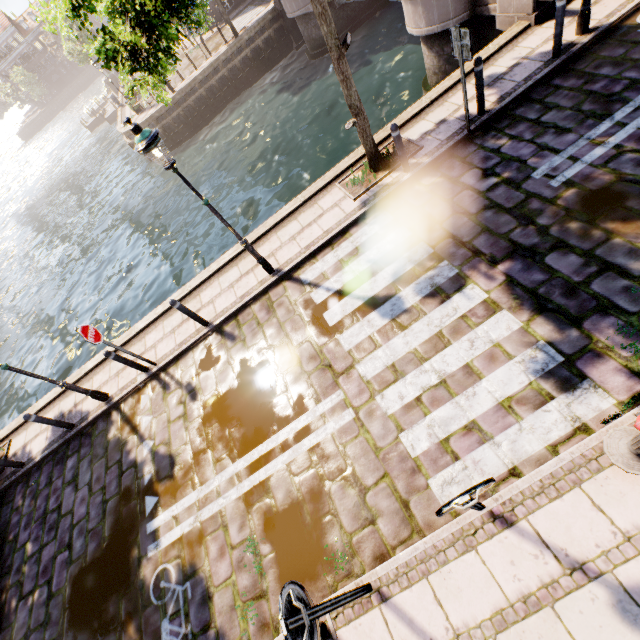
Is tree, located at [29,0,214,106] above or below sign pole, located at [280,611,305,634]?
above

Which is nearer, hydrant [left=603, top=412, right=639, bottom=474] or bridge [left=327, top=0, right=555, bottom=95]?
hydrant [left=603, top=412, right=639, bottom=474]

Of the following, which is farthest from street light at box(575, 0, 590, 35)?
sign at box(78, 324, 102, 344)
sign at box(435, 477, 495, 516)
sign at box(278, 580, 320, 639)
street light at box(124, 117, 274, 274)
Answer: sign at box(78, 324, 102, 344)

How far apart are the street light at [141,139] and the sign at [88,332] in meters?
3.7 m

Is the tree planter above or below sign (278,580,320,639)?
below

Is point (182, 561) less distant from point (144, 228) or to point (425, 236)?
point (425, 236)

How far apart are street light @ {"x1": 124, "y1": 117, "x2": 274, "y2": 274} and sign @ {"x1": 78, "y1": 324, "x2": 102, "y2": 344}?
3.66m

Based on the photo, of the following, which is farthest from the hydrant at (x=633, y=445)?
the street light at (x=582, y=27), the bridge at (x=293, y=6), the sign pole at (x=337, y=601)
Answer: the bridge at (x=293, y=6)
